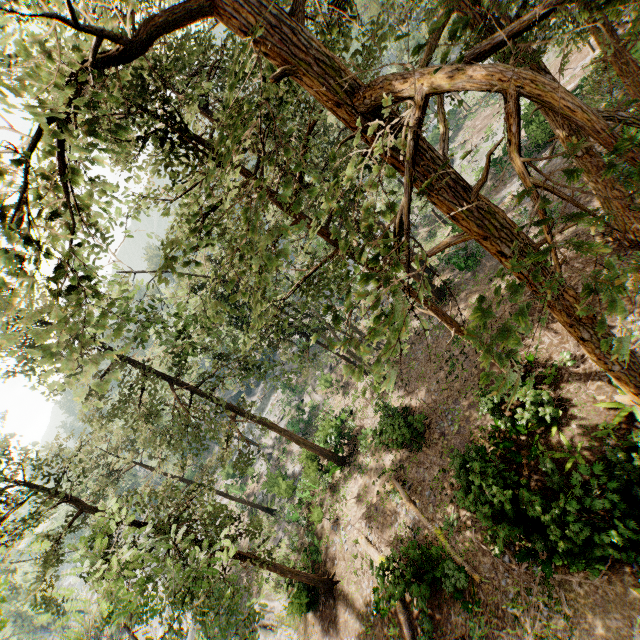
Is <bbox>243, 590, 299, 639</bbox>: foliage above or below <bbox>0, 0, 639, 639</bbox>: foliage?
below

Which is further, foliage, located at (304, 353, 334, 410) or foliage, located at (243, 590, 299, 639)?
foliage, located at (304, 353, 334, 410)

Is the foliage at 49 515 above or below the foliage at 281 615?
above

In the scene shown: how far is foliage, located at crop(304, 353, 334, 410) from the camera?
34.9 meters

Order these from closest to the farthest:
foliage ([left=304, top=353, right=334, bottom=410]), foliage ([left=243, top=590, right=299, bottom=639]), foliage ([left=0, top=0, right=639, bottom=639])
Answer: foliage ([left=0, top=0, right=639, bottom=639]) < foliage ([left=243, top=590, right=299, bottom=639]) < foliage ([left=304, top=353, right=334, bottom=410])

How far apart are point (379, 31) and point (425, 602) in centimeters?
6229cm

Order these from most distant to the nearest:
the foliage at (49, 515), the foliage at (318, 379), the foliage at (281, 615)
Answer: the foliage at (318, 379) → the foliage at (281, 615) → the foliage at (49, 515)
